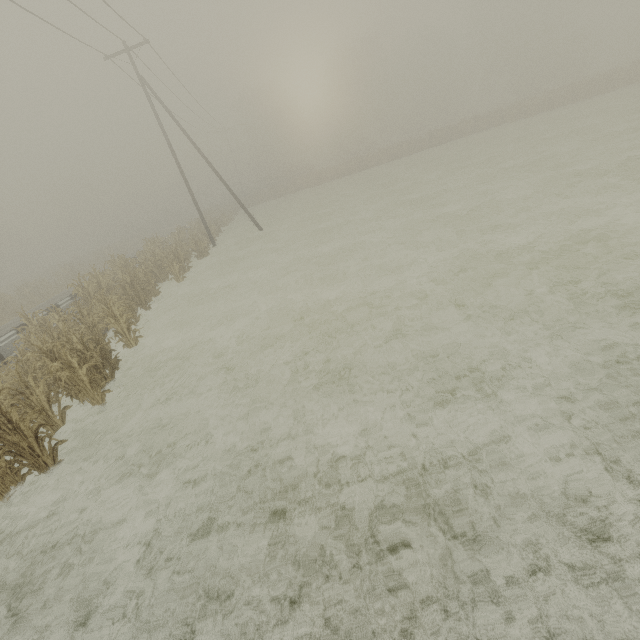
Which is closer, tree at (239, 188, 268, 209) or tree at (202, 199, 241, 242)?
tree at (202, 199, 241, 242)

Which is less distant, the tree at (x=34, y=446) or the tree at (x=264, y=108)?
the tree at (x=34, y=446)

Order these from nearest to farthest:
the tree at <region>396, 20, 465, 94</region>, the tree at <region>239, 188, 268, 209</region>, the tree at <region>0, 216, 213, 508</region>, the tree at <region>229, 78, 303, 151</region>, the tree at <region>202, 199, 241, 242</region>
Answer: the tree at <region>0, 216, 213, 508</region>, the tree at <region>202, 199, 241, 242</region>, the tree at <region>239, 188, 268, 209</region>, the tree at <region>229, 78, 303, 151</region>, the tree at <region>396, 20, 465, 94</region>

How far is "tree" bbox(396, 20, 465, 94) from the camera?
57.3m

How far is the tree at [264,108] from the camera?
56.1m

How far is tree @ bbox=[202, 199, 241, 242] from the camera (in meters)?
29.22

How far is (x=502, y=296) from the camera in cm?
702

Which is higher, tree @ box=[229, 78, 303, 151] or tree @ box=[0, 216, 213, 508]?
tree @ box=[229, 78, 303, 151]
